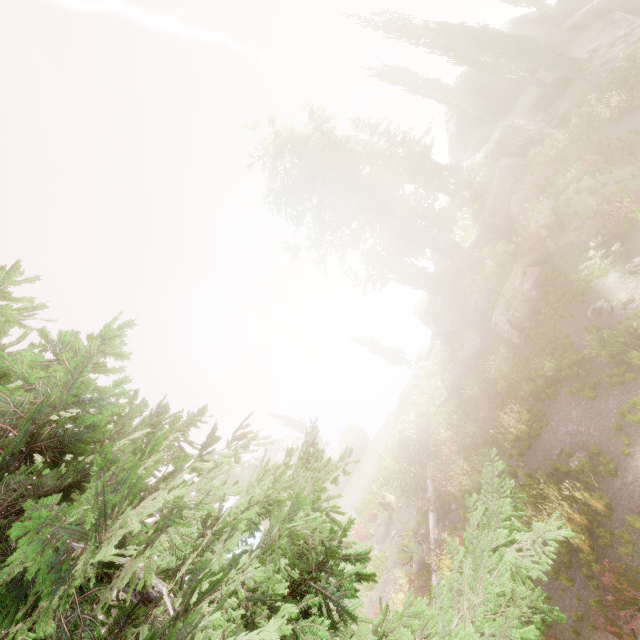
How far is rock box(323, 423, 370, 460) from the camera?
45.1 meters

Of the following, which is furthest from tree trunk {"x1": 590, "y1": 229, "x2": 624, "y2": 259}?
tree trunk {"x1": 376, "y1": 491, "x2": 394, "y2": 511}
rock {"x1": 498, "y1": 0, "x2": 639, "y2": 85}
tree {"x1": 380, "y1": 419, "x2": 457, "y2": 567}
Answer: tree trunk {"x1": 376, "y1": 491, "x2": 394, "y2": 511}

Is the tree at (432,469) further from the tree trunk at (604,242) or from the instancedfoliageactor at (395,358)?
the tree trunk at (604,242)

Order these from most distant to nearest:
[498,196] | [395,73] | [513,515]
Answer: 1. [395,73]
2. [498,196]
3. [513,515]

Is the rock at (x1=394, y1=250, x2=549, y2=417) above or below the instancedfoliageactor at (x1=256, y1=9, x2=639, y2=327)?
below

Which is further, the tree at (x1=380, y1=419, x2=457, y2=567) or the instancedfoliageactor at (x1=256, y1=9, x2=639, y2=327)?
the instancedfoliageactor at (x1=256, y1=9, x2=639, y2=327)

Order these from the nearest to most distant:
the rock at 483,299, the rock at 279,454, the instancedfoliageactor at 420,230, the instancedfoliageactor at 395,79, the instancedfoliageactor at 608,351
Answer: the instancedfoliageactor at 608,351 → the rock at 483,299 → the instancedfoliageactor at 420,230 → the instancedfoliageactor at 395,79 → the rock at 279,454

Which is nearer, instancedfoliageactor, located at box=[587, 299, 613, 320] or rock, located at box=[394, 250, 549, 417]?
instancedfoliageactor, located at box=[587, 299, 613, 320]
